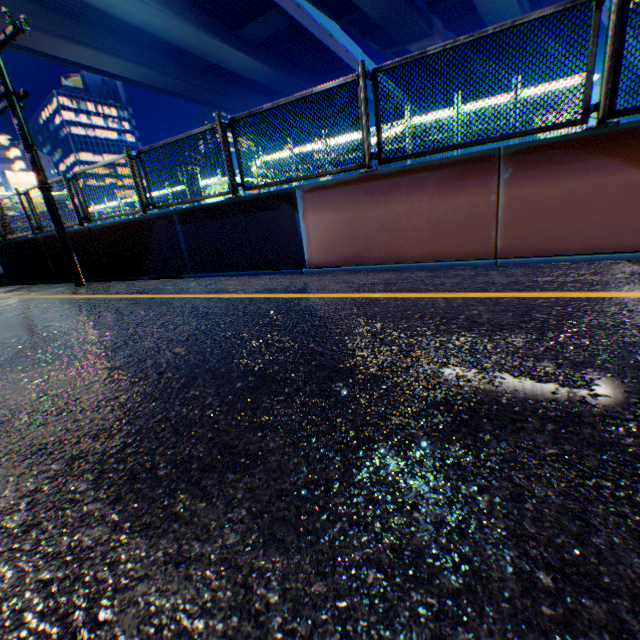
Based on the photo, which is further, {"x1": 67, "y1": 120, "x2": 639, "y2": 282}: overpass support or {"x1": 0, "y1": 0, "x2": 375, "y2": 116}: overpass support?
{"x1": 0, "y1": 0, "x2": 375, "y2": 116}: overpass support

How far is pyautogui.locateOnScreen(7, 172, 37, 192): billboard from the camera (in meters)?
36.45

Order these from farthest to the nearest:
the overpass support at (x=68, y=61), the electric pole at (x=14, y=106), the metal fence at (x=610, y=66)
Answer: the overpass support at (x=68, y=61)
the electric pole at (x=14, y=106)
the metal fence at (x=610, y=66)

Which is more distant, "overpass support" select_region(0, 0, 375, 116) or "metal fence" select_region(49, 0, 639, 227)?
"overpass support" select_region(0, 0, 375, 116)

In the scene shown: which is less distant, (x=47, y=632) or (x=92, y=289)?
(x=47, y=632)

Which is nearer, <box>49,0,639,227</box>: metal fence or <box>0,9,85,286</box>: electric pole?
<box>49,0,639,227</box>: metal fence

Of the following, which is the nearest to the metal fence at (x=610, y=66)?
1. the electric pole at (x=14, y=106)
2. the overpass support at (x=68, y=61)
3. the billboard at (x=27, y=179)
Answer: the overpass support at (x=68, y=61)

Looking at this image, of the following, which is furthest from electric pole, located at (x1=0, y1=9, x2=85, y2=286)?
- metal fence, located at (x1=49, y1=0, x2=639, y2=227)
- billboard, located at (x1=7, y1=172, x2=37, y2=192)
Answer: billboard, located at (x1=7, y1=172, x2=37, y2=192)
